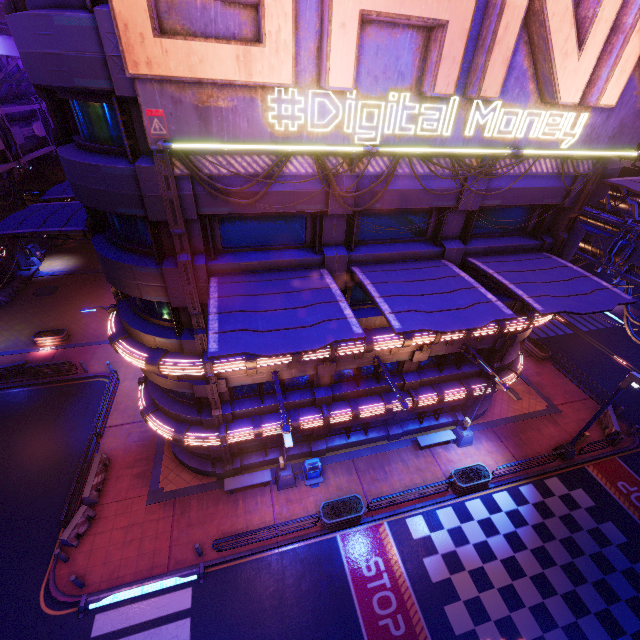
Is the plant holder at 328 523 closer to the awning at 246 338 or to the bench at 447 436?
the bench at 447 436

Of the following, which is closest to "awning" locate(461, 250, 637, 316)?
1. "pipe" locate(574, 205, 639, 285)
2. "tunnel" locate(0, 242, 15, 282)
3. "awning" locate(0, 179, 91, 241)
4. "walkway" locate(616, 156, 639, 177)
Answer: "walkway" locate(616, 156, 639, 177)

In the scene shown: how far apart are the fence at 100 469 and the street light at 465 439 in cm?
2034

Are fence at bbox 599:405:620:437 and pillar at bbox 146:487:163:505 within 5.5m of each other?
no

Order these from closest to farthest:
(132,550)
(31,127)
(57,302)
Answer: (132,550) < (31,127) < (57,302)

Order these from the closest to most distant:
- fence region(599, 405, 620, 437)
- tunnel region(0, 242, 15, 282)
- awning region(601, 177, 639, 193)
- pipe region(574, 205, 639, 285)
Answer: awning region(601, 177, 639, 193), pipe region(574, 205, 639, 285), fence region(599, 405, 620, 437), tunnel region(0, 242, 15, 282)

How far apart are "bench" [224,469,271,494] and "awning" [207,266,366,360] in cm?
1133

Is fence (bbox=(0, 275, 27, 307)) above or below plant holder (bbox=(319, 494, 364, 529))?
below
